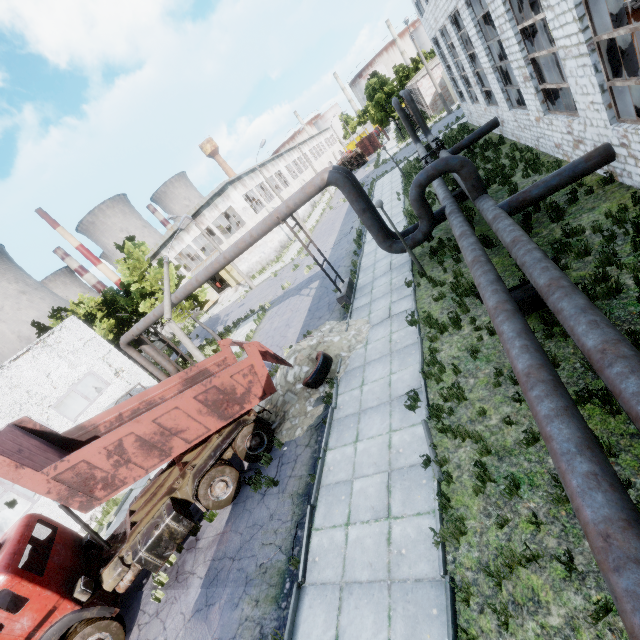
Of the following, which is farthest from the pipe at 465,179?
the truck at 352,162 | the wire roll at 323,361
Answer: the truck at 352,162

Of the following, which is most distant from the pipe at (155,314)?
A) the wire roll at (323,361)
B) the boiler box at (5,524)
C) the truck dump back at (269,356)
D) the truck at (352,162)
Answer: the truck at (352,162)

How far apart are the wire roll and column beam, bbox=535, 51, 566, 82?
12.5m

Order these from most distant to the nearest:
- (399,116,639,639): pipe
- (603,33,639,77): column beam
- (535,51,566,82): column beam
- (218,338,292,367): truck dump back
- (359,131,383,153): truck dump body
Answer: (359,131,383,153): truck dump body
(535,51,566,82): column beam
(218,338,292,367): truck dump back
(603,33,639,77): column beam
(399,116,639,639): pipe

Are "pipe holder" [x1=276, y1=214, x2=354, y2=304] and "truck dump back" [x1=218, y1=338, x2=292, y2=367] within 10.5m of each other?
yes

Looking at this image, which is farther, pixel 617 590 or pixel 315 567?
pixel 315 567

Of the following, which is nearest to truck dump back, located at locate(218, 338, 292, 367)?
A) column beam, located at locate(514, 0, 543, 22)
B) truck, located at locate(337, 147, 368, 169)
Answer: column beam, located at locate(514, 0, 543, 22)

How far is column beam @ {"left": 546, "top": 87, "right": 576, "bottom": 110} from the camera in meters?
11.9 m
